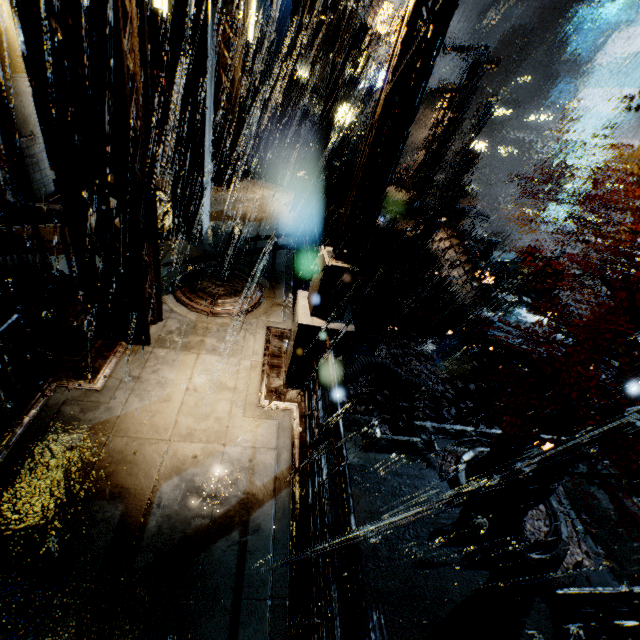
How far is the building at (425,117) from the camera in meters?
46.4 m

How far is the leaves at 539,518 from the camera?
9.9 meters

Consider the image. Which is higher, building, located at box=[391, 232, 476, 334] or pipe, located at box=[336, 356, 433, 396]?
building, located at box=[391, 232, 476, 334]

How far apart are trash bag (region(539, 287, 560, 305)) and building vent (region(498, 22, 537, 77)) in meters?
57.4

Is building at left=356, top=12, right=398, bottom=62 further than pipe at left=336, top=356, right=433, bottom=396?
Yes

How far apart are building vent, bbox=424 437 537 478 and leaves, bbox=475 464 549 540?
0.0 meters

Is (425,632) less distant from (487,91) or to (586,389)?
(586,389)

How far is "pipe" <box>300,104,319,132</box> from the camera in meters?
24.1 m
